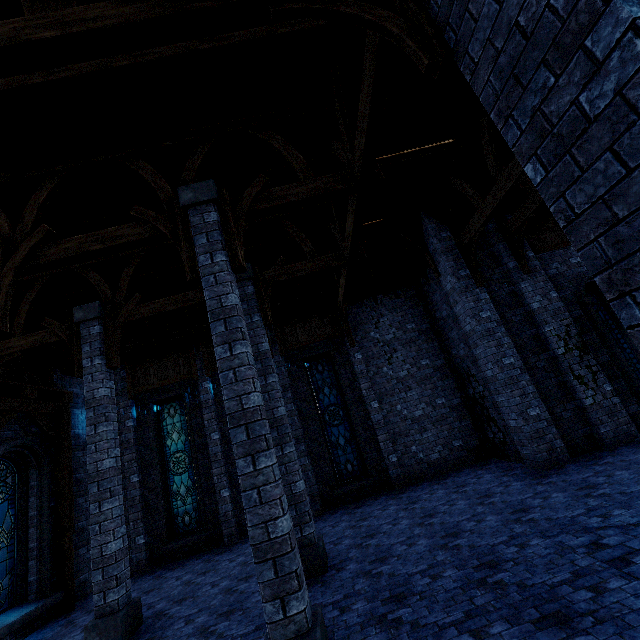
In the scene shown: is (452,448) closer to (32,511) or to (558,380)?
(558,380)

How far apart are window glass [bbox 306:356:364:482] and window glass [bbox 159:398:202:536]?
4.87m

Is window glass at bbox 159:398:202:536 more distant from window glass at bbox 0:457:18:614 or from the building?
window glass at bbox 0:457:18:614

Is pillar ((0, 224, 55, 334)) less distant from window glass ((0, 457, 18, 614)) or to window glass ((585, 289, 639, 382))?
window glass ((0, 457, 18, 614))

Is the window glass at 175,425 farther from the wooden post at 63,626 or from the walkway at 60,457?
the walkway at 60,457

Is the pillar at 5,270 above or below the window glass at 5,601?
above

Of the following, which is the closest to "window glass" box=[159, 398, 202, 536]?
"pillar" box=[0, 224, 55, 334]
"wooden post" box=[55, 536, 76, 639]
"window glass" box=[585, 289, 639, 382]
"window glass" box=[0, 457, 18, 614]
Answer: "wooden post" box=[55, 536, 76, 639]

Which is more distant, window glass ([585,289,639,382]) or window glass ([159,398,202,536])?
window glass ([159,398,202,536])
